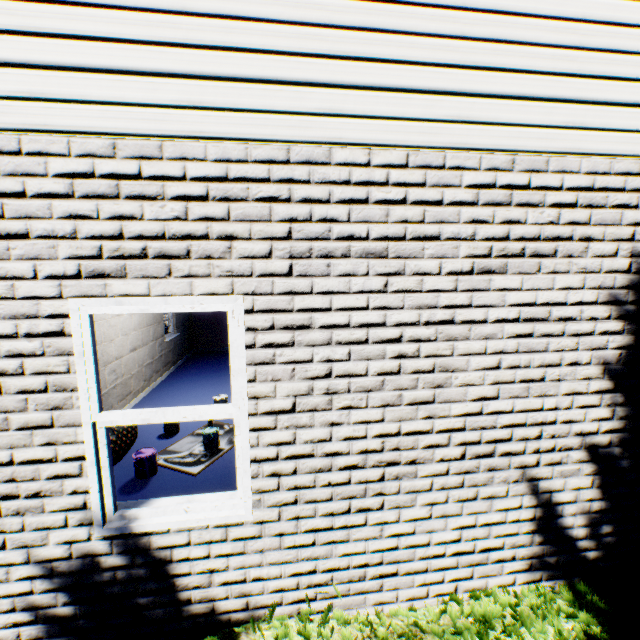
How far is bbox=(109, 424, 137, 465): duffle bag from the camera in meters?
4.6 m

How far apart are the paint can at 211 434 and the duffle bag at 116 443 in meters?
1.1 m

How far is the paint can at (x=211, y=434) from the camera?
5.0 meters

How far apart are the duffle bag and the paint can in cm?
112

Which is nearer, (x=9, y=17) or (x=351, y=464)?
(x=9, y=17)

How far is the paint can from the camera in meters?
5.0 m
